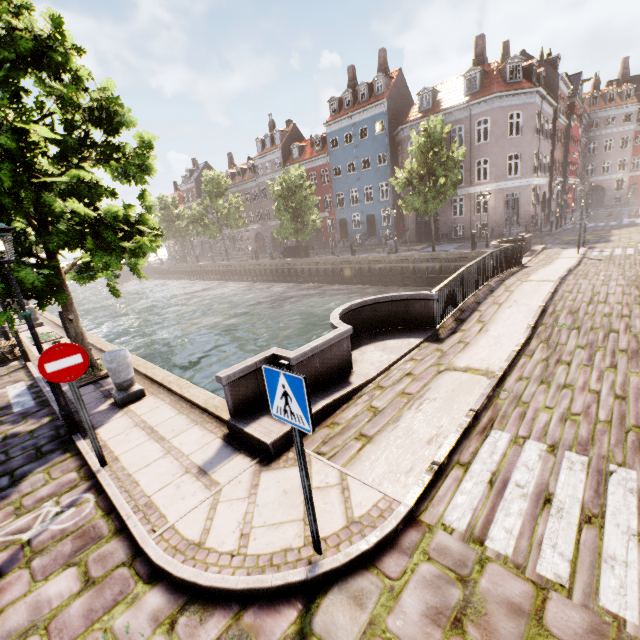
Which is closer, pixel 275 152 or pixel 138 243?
pixel 138 243

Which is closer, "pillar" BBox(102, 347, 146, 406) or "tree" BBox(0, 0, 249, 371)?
"tree" BBox(0, 0, 249, 371)

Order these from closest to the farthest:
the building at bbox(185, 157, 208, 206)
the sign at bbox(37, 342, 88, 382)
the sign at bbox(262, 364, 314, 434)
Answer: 1. the sign at bbox(262, 364, 314, 434)
2. the sign at bbox(37, 342, 88, 382)
3. the building at bbox(185, 157, 208, 206)

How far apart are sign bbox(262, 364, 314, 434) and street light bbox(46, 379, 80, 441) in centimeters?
488cm

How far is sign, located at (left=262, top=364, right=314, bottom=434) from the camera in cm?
241

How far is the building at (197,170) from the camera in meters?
58.5

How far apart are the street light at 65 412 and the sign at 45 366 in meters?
1.5 m

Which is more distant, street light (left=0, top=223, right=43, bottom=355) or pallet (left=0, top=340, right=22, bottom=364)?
pallet (left=0, top=340, right=22, bottom=364)
